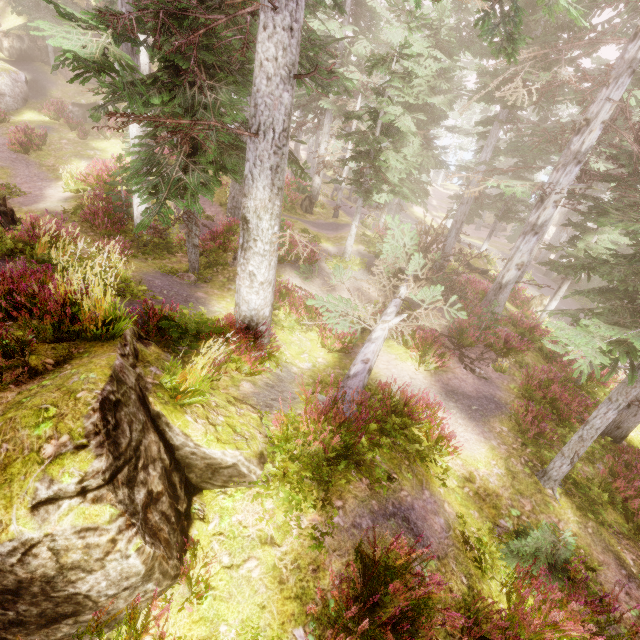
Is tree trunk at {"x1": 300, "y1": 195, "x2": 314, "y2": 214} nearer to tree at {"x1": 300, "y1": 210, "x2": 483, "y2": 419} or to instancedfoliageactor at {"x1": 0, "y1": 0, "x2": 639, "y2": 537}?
instancedfoliageactor at {"x1": 0, "y1": 0, "x2": 639, "y2": 537}

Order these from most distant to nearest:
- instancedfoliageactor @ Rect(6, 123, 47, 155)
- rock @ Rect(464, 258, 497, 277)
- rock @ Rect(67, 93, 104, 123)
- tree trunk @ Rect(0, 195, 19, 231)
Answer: rock @ Rect(67, 93, 104, 123) < rock @ Rect(464, 258, 497, 277) < instancedfoliageactor @ Rect(6, 123, 47, 155) < tree trunk @ Rect(0, 195, 19, 231)

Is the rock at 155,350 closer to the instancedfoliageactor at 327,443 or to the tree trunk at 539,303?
the instancedfoliageactor at 327,443

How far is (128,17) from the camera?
5.49m

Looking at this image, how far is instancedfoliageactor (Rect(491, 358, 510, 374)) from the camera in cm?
1108

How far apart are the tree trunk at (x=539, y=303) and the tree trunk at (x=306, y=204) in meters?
15.5 m

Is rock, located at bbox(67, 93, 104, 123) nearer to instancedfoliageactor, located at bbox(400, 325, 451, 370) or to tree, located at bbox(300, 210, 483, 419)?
instancedfoliageactor, located at bbox(400, 325, 451, 370)

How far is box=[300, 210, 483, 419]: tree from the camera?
8.75m
